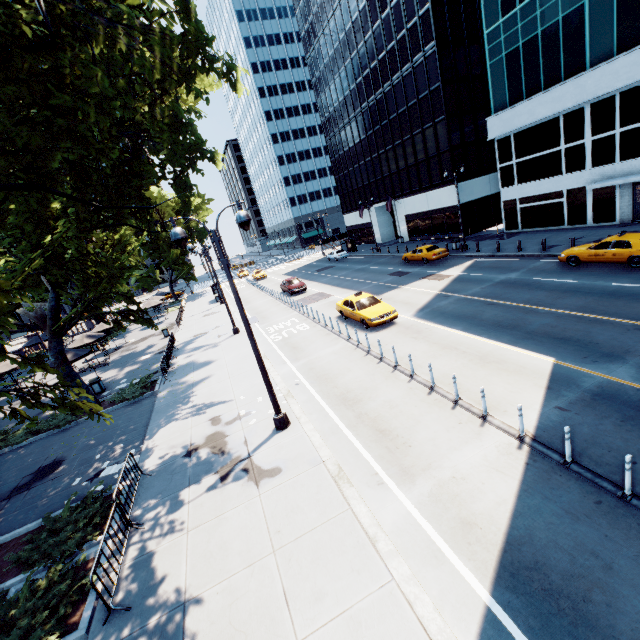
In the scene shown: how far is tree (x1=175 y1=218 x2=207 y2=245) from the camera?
50.65m

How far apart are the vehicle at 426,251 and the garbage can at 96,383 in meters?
27.3 m

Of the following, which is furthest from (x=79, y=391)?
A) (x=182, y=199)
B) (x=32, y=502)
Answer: (x=182, y=199)

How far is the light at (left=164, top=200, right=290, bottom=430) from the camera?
8.9 meters

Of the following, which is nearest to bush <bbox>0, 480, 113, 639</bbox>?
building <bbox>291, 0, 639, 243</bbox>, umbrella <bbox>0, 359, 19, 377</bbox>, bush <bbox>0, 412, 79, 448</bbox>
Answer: bush <bbox>0, 412, 79, 448</bbox>

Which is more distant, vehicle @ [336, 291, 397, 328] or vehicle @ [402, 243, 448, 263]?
vehicle @ [402, 243, 448, 263]

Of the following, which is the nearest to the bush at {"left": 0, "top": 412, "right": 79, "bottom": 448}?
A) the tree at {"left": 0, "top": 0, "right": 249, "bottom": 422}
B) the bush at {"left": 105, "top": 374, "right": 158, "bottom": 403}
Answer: the tree at {"left": 0, "top": 0, "right": 249, "bottom": 422}

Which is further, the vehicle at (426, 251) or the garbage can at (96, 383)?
the vehicle at (426, 251)
